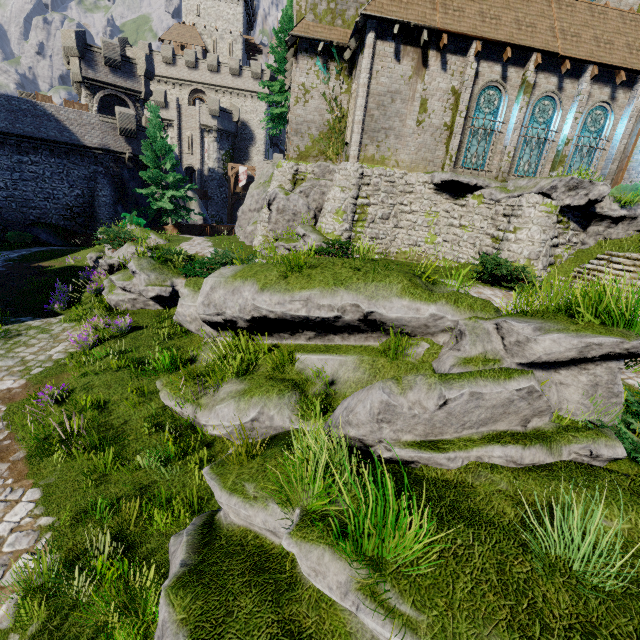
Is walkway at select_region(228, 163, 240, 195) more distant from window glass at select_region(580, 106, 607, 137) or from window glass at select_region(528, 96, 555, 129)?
window glass at select_region(580, 106, 607, 137)

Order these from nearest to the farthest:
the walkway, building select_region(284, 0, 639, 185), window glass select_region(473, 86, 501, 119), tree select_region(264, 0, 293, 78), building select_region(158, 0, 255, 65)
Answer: building select_region(284, 0, 639, 185)
window glass select_region(473, 86, 501, 119)
tree select_region(264, 0, 293, 78)
the walkway
building select_region(158, 0, 255, 65)

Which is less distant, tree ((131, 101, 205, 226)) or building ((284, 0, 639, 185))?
building ((284, 0, 639, 185))

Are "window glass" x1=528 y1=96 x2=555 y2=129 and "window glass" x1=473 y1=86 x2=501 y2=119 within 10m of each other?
yes

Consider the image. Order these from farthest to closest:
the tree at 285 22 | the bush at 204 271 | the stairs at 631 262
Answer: the tree at 285 22
the stairs at 631 262
the bush at 204 271

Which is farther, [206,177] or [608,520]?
[206,177]

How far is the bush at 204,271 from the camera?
10.7 meters

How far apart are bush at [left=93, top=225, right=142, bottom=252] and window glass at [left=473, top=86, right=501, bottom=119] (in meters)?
16.65
